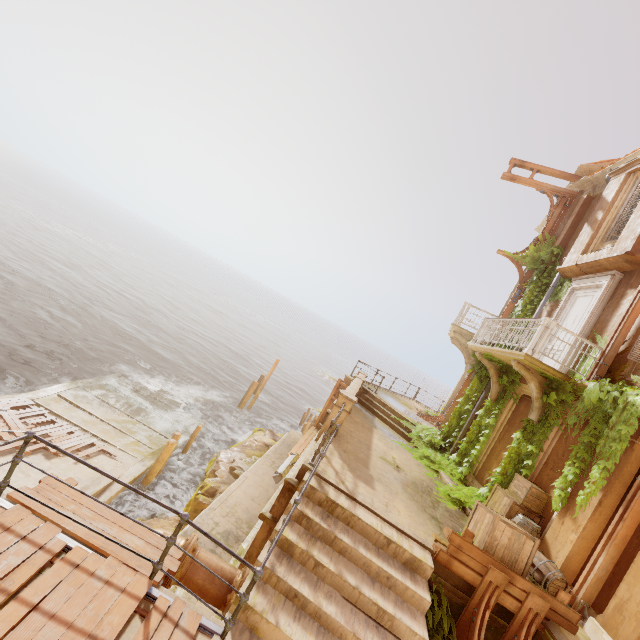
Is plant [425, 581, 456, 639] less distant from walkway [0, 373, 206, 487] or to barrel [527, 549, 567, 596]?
barrel [527, 549, 567, 596]

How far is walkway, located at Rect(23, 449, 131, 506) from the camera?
11.5 meters

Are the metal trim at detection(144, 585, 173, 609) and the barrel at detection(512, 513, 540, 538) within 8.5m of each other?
yes

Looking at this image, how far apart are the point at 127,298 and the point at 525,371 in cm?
4849

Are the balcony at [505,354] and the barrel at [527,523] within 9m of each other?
yes

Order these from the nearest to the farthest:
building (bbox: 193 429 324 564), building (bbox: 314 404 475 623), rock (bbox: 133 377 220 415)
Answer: building (bbox: 314 404 475 623) → building (bbox: 193 429 324 564) → rock (bbox: 133 377 220 415)

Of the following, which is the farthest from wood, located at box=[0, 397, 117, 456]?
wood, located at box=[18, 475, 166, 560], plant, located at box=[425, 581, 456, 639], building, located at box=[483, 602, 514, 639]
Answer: building, located at box=[483, 602, 514, 639]

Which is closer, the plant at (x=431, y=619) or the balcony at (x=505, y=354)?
the plant at (x=431, y=619)
